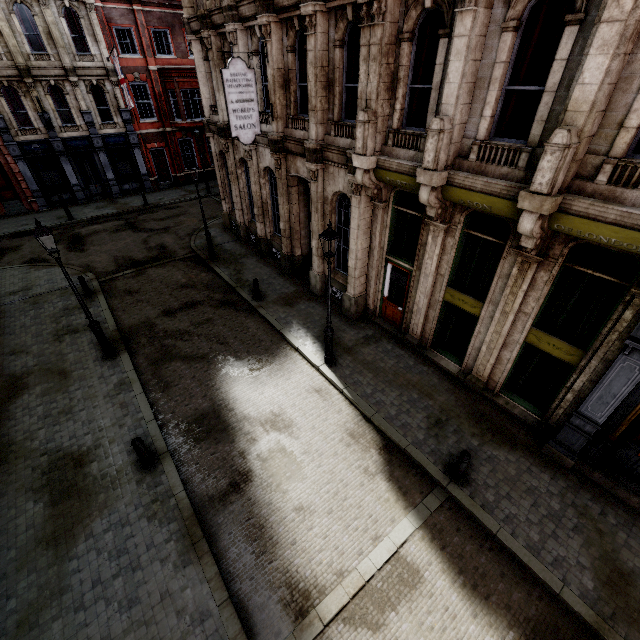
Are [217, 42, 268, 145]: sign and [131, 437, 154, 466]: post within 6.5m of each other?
no

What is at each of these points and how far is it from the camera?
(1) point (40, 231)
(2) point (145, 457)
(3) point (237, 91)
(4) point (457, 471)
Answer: (1) street light, 8.5 meters
(2) post, 7.9 meters
(3) sign, 11.0 meters
(4) post, 7.6 meters

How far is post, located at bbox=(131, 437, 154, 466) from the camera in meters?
7.6

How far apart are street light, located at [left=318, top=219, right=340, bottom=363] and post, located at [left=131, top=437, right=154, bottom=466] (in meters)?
5.61

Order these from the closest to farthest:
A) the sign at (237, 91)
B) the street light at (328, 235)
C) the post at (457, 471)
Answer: the post at (457, 471)
the street light at (328, 235)
the sign at (237, 91)

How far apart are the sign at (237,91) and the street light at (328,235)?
6.3 meters

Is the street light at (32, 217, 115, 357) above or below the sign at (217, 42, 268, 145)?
below

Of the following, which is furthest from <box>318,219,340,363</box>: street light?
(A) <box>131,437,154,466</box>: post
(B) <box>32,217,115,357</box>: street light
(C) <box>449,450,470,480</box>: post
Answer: (B) <box>32,217,115,357</box>: street light
